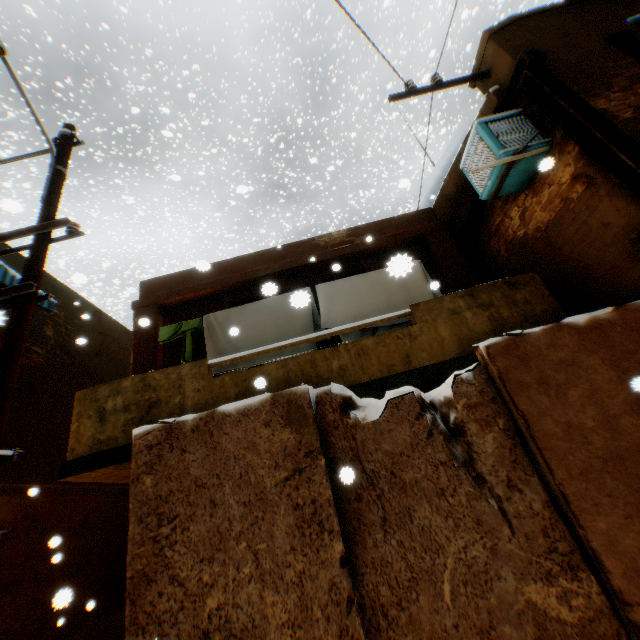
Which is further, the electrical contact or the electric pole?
the electrical contact

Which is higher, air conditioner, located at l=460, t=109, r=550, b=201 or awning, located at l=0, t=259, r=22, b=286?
awning, located at l=0, t=259, r=22, b=286

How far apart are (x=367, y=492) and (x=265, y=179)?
16.85m

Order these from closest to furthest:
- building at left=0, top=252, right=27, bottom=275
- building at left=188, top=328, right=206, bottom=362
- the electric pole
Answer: the electric pole < building at left=188, top=328, right=206, bottom=362 < building at left=0, top=252, right=27, bottom=275

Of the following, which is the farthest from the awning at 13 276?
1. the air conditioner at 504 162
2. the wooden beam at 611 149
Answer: the air conditioner at 504 162

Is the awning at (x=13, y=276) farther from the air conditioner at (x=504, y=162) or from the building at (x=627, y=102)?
the air conditioner at (x=504, y=162)

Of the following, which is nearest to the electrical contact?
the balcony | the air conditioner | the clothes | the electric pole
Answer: the air conditioner

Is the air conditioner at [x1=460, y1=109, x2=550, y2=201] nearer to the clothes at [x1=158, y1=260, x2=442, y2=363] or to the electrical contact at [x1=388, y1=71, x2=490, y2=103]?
the clothes at [x1=158, y1=260, x2=442, y2=363]
